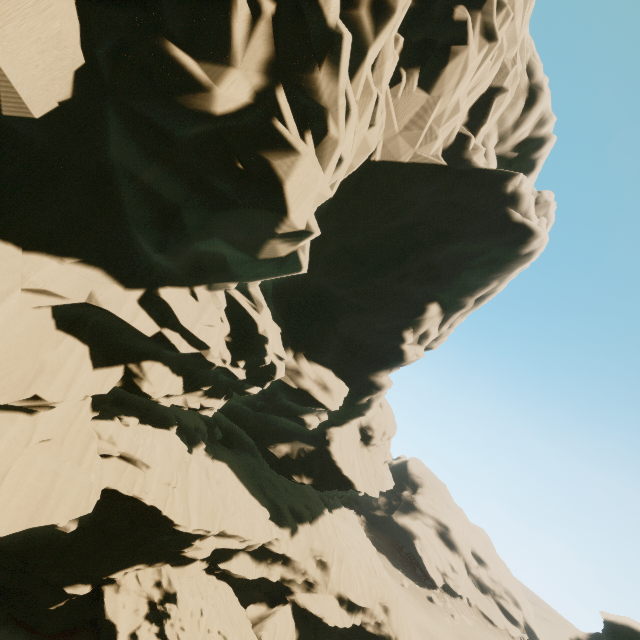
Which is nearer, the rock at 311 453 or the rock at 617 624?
the rock at 311 453

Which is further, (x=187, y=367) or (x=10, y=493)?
(x=187, y=367)

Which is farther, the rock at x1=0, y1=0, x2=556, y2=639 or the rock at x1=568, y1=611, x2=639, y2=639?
the rock at x1=568, y1=611, x2=639, y2=639
